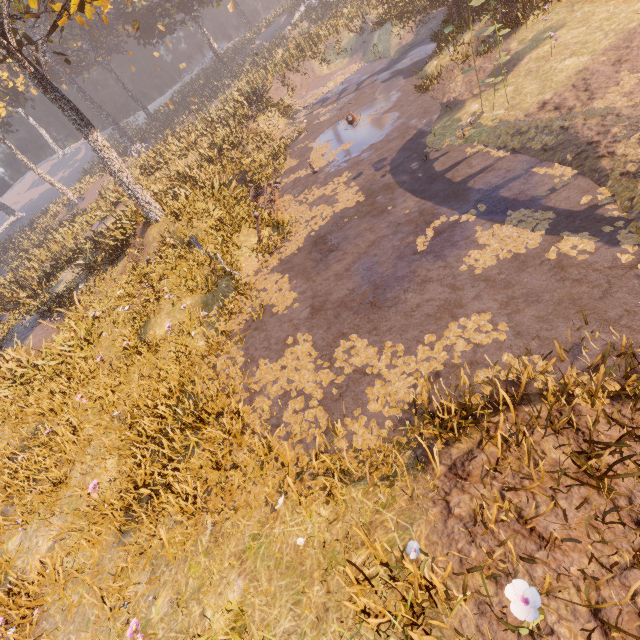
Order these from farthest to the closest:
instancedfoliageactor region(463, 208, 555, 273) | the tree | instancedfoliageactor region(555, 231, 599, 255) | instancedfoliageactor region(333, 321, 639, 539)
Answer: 1. the tree
2. instancedfoliageactor region(463, 208, 555, 273)
3. instancedfoliageactor region(555, 231, 599, 255)
4. instancedfoliageactor region(333, 321, 639, 539)

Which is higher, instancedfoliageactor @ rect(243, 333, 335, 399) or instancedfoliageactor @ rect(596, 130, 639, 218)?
instancedfoliageactor @ rect(596, 130, 639, 218)

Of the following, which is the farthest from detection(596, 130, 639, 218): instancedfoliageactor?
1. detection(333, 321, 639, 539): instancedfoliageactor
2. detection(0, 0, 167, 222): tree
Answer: detection(0, 0, 167, 222): tree

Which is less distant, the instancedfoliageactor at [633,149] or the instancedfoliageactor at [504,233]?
the instancedfoliageactor at [633,149]

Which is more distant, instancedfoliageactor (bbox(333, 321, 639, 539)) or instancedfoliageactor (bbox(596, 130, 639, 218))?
instancedfoliageactor (bbox(596, 130, 639, 218))

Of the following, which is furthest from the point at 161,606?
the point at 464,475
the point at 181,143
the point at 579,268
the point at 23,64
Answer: the point at 181,143

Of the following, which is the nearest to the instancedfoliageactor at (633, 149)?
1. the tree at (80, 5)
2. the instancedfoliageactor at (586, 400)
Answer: the instancedfoliageactor at (586, 400)
